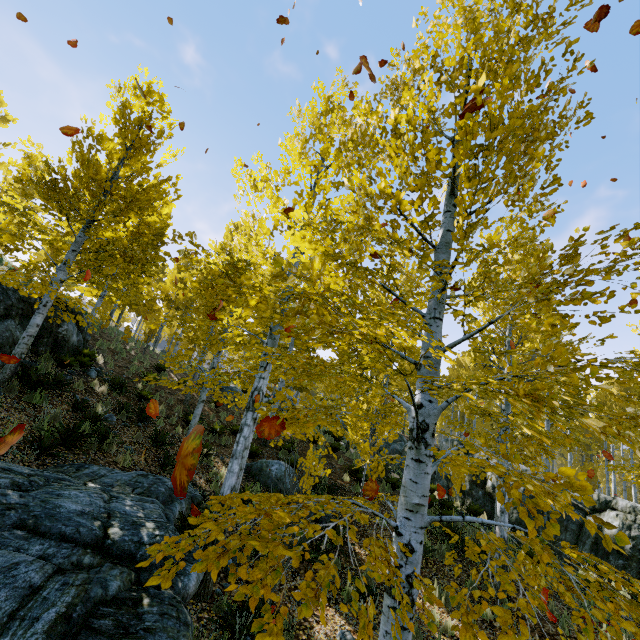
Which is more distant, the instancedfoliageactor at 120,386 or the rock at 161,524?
the instancedfoliageactor at 120,386

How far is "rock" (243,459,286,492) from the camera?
10.25m

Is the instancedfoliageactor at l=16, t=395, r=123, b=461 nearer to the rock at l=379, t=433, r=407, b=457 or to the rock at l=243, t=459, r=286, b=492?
the rock at l=379, t=433, r=407, b=457

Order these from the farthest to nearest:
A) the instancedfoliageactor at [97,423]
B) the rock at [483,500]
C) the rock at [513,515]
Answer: the rock at [483,500] → the rock at [513,515] → the instancedfoliageactor at [97,423]

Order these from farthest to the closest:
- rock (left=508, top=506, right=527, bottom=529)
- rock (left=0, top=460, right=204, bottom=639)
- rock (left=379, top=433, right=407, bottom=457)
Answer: rock (left=379, top=433, right=407, bottom=457), rock (left=508, top=506, right=527, bottom=529), rock (left=0, top=460, right=204, bottom=639)

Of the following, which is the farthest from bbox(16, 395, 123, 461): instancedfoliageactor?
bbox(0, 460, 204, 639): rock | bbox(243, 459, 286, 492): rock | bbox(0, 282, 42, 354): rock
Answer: bbox(243, 459, 286, 492): rock

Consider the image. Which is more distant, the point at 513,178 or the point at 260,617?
the point at 260,617

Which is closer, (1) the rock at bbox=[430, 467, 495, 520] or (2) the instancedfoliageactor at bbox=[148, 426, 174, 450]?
(2) the instancedfoliageactor at bbox=[148, 426, 174, 450]
